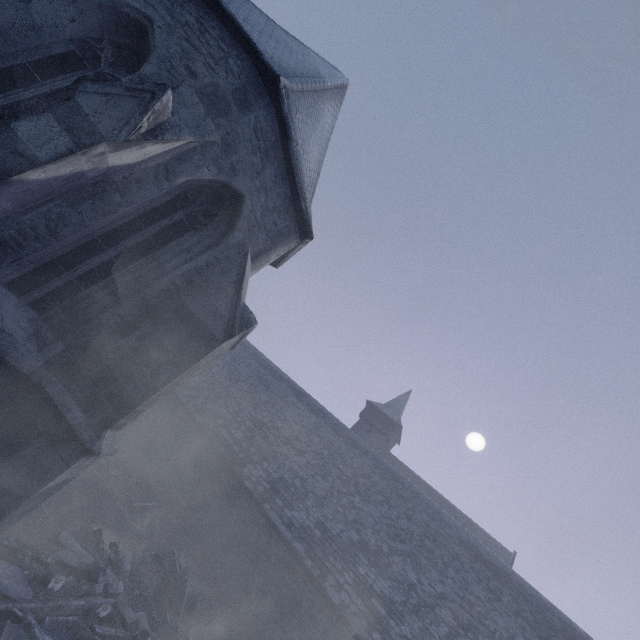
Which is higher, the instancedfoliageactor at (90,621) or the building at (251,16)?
the building at (251,16)

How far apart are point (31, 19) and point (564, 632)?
22.88m

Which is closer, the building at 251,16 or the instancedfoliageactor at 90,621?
the building at 251,16

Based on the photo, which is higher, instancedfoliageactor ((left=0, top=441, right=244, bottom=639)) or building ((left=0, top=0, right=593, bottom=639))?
building ((left=0, top=0, right=593, bottom=639))

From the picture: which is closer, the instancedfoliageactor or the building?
the building
